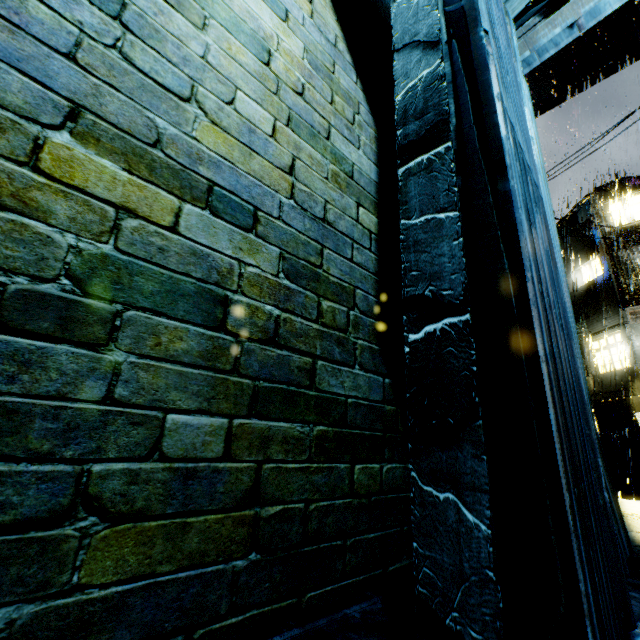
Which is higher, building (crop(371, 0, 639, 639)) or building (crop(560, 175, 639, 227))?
building (crop(560, 175, 639, 227))

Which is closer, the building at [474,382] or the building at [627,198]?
the building at [474,382]

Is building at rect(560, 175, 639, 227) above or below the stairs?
above

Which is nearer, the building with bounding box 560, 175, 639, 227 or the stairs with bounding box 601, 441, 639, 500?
the stairs with bounding box 601, 441, 639, 500

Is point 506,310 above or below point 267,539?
above

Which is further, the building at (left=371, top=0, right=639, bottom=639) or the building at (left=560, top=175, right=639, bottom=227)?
the building at (left=560, top=175, right=639, bottom=227)

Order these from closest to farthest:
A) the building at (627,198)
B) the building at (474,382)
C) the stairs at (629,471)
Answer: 1. the building at (474,382)
2. the stairs at (629,471)
3. the building at (627,198)
